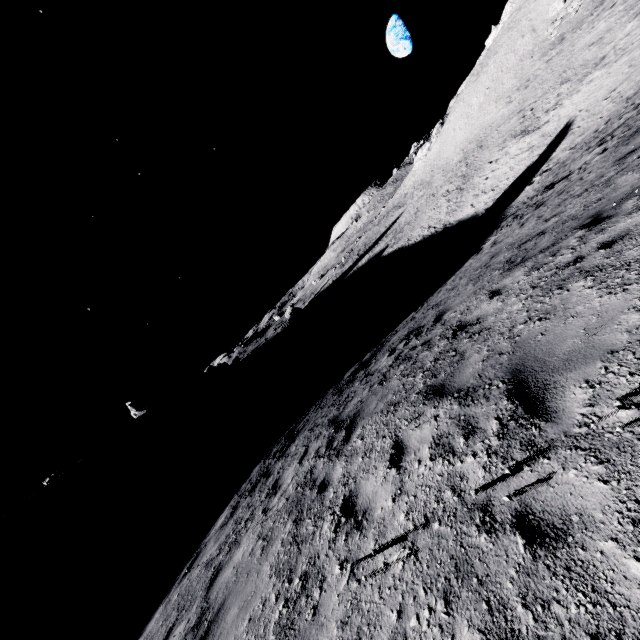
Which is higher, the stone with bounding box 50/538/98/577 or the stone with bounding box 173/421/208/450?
the stone with bounding box 50/538/98/577

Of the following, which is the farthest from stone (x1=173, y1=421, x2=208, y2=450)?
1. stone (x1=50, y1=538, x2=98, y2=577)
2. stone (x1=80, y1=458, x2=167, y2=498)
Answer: stone (x1=50, y1=538, x2=98, y2=577)

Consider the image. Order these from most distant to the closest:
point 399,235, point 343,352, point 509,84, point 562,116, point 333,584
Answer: point 399,235 < point 509,84 < point 562,116 < point 343,352 < point 333,584

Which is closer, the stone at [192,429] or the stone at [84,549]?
the stone at [84,549]

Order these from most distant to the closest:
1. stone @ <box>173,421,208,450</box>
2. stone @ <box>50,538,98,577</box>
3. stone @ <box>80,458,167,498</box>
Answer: stone @ <box>173,421,208,450</box>, stone @ <box>80,458,167,498</box>, stone @ <box>50,538,98,577</box>

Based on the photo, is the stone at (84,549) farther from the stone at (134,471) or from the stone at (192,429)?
the stone at (192,429)
